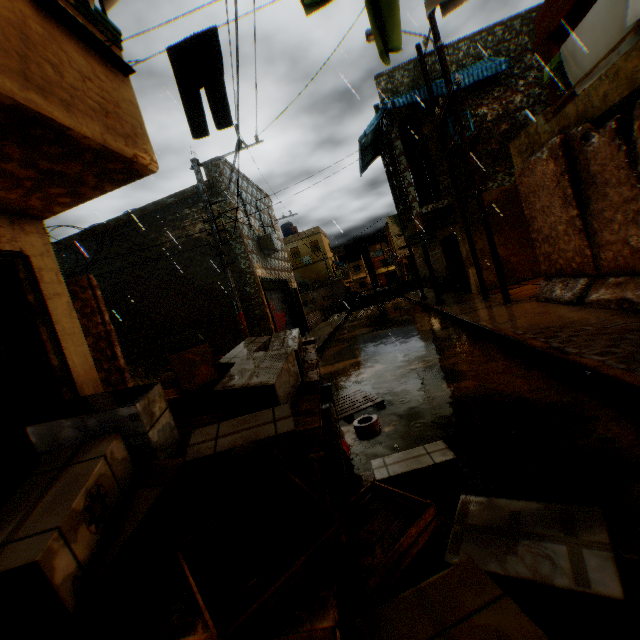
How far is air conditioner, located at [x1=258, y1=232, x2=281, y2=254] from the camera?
14.9m

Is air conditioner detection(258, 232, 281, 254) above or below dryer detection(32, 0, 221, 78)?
above

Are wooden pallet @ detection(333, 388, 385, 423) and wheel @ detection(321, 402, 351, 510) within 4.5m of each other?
yes

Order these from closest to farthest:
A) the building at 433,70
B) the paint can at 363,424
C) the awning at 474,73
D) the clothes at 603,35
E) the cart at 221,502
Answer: the cart at 221,502, the paint can at 363,424, the clothes at 603,35, the awning at 474,73, the building at 433,70

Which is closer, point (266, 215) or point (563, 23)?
point (563, 23)

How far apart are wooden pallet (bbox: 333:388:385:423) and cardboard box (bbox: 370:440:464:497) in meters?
1.4 m

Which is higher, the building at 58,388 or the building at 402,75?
the building at 402,75

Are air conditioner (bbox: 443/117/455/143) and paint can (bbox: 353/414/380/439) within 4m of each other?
no
